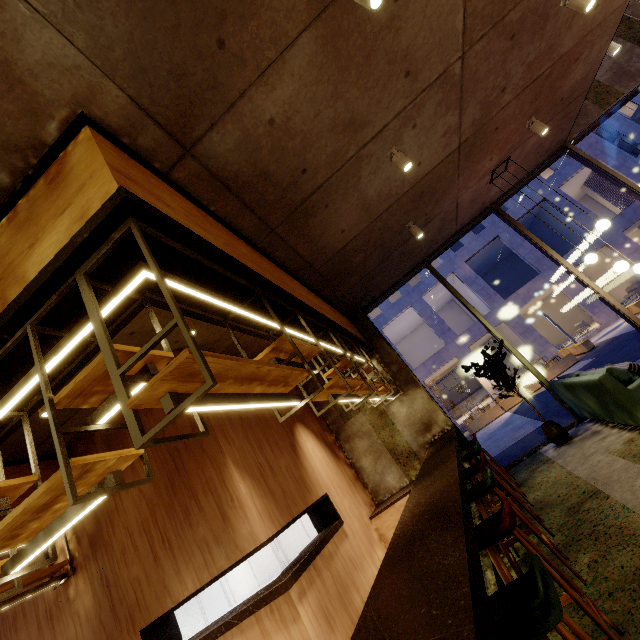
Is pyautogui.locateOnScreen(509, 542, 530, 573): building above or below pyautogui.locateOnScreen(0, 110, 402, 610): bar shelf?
below

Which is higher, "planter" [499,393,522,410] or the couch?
the couch

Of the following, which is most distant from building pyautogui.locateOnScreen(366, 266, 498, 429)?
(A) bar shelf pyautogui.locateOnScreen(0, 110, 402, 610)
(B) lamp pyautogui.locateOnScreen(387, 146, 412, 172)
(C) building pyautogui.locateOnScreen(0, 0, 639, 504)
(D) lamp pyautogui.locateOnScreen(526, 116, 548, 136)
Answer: (B) lamp pyautogui.locateOnScreen(387, 146, 412, 172)

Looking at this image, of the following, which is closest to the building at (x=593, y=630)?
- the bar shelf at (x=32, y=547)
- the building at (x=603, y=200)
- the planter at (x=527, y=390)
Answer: the bar shelf at (x=32, y=547)

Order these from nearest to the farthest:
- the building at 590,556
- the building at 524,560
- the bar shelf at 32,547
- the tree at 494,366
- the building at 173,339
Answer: the bar shelf at 32,547 < the building at 590,556 < the building at 524,560 < the building at 173,339 < the tree at 494,366

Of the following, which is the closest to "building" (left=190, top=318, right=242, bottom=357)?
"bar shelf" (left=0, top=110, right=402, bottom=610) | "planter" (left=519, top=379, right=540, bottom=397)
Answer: "bar shelf" (left=0, top=110, right=402, bottom=610)

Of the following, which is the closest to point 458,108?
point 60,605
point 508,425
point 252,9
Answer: point 252,9

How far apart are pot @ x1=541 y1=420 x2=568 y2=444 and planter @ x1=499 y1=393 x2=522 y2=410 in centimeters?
1137cm
